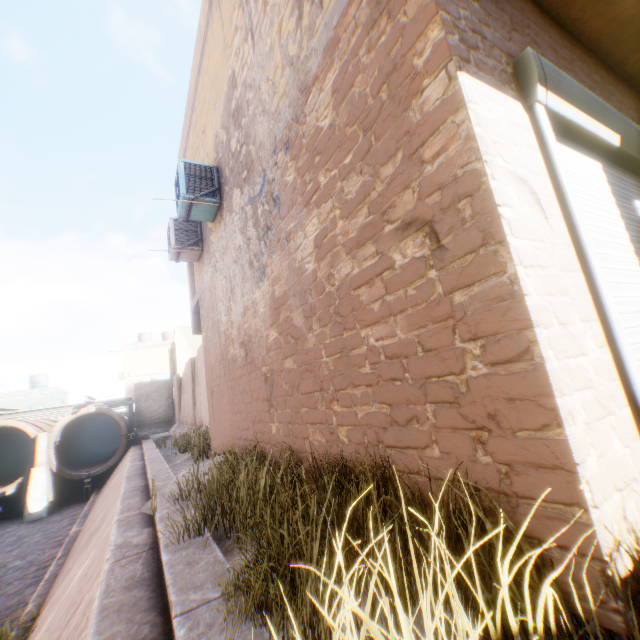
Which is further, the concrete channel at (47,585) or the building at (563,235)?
the concrete channel at (47,585)

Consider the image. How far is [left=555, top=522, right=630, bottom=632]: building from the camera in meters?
1.2

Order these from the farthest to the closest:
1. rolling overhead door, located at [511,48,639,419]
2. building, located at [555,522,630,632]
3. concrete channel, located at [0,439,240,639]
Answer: concrete channel, located at [0,439,240,639], rolling overhead door, located at [511,48,639,419], building, located at [555,522,630,632]

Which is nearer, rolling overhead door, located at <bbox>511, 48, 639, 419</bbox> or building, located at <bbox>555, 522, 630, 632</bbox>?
building, located at <bbox>555, 522, 630, 632</bbox>

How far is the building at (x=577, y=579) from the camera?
1.2m

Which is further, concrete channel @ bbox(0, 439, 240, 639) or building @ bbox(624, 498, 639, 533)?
concrete channel @ bbox(0, 439, 240, 639)

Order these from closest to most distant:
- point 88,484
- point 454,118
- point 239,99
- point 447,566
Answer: point 447,566
point 454,118
point 239,99
point 88,484
